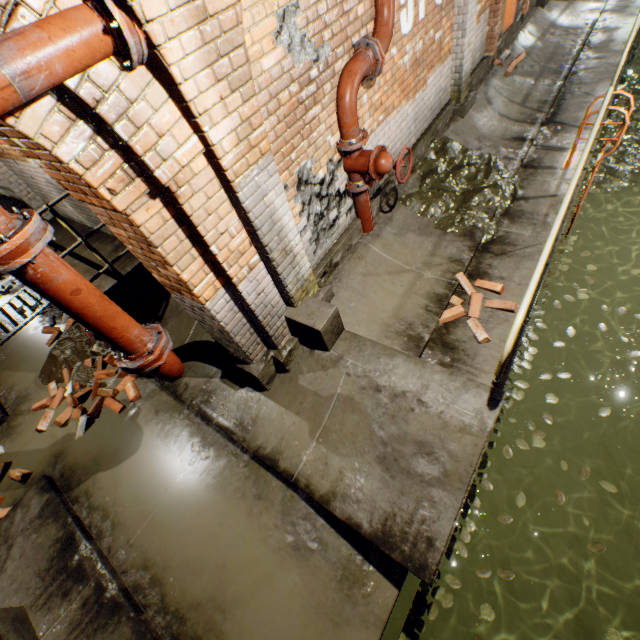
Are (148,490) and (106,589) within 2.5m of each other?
yes

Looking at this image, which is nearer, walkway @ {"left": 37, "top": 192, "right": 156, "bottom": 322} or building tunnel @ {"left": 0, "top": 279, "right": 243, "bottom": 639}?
building tunnel @ {"left": 0, "top": 279, "right": 243, "bottom": 639}

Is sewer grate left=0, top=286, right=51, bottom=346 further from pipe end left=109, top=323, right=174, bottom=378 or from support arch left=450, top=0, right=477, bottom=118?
support arch left=450, top=0, right=477, bottom=118

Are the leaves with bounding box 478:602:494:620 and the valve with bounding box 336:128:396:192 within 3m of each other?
no

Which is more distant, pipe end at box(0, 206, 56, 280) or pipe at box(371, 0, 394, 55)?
pipe at box(371, 0, 394, 55)

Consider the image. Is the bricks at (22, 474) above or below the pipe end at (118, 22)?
below

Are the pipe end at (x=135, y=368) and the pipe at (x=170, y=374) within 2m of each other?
yes

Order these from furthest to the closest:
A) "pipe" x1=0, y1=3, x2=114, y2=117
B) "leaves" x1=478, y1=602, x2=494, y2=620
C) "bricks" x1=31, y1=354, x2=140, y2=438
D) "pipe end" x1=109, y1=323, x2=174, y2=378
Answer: "bricks" x1=31, y1=354, x2=140, y2=438, "leaves" x1=478, y1=602, x2=494, y2=620, "pipe end" x1=109, y1=323, x2=174, y2=378, "pipe" x1=0, y1=3, x2=114, y2=117
